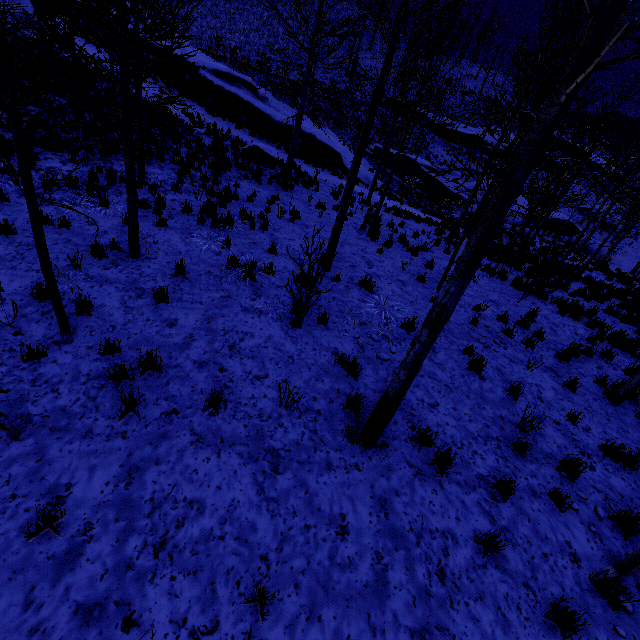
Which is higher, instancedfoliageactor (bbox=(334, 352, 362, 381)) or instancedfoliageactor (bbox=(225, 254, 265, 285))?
instancedfoliageactor (bbox=(225, 254, 265, 285))

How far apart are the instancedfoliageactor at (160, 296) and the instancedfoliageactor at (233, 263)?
1.75m

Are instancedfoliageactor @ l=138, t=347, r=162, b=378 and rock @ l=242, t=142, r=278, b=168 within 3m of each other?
no

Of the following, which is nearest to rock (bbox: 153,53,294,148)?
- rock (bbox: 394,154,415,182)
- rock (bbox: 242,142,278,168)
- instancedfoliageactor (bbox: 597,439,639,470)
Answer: rock (bbox: 394,154,415,182)

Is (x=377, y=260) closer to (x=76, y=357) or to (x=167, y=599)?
(x=76, y=357)

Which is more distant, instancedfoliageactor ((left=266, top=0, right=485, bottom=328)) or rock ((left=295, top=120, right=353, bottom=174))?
rock ((left=295, top=120, right=353, bottom=174))

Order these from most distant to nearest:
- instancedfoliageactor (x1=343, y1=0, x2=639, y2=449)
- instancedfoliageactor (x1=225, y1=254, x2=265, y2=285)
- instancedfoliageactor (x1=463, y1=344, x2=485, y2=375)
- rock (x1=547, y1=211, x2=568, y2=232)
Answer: rock (x1=547, y1=211, x2=568, y2=232) < instancedfoliageactor (x1=225, y1=254, x2=265, y2=285) < instancedfoliageactor (x1=463, y1=344, x2=485, y2=375) < instancedfoliageactor (x1=343, y1=0, x2=639, y2=449)

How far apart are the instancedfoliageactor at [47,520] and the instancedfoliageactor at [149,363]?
1.9m
